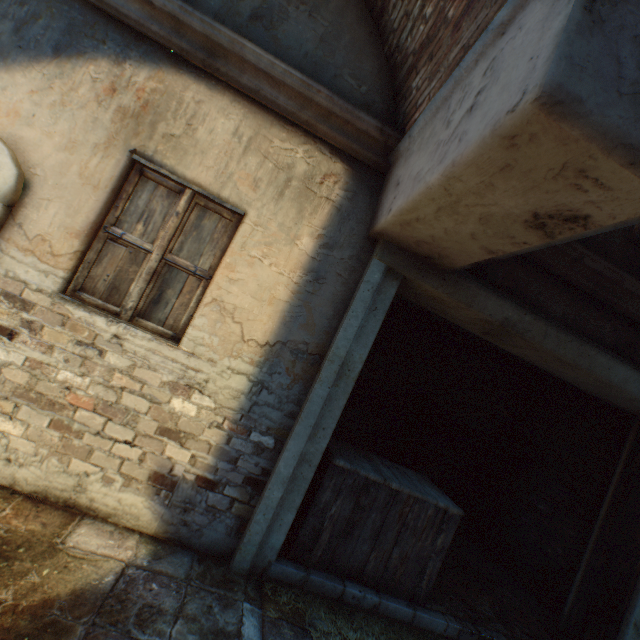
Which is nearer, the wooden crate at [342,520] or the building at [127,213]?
the building at [127,213]

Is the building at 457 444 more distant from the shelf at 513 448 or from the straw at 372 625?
the shelf at 513 448

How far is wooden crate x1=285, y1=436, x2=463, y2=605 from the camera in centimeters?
298cm

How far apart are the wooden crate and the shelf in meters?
1.4 m

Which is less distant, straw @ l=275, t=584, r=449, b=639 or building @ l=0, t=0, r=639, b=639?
building @ l=0, t=0, r=639, b=639

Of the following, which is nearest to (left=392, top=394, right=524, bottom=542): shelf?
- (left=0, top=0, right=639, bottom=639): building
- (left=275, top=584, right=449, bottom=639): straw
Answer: (left=275, top=584, right=449, bottom=639): straw

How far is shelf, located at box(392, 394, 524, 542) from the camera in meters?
5.5 m

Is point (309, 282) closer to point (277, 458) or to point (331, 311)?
point (331, 311)
